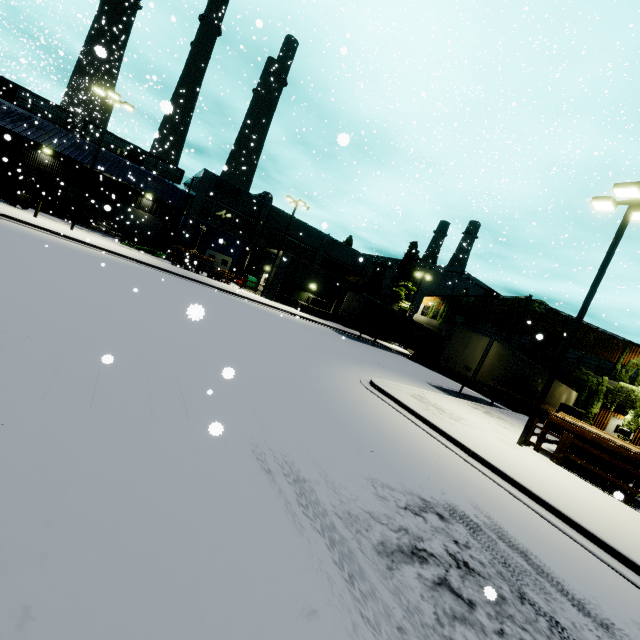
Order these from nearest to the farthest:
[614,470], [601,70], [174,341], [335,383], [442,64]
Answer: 1. [174,341]
2. [335,383]
3. [614,470]
4. [601,70]
5. [442,64]

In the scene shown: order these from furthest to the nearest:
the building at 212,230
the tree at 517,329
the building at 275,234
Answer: Result: the building at 275,234 < the building at 212,230 < the tree at 517,329

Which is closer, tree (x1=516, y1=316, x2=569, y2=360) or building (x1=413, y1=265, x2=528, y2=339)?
tree (x1=516, y1=316, x2=569, y2=360)

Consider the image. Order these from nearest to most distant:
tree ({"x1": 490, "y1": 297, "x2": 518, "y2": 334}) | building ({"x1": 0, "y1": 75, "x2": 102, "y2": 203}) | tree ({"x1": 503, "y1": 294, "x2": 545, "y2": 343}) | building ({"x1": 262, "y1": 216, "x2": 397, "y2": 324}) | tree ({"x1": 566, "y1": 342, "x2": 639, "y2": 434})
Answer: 1. tree ({"x1": 566, "y1": 342, "x2": 639, "y2": 434})
2. building ({"x1": 0, "y1": 75, "x2": 102, "y2": 203})
3. tree ({"x1": 503, "y1": 294, "x2": 545, "y2": 343})
4. building ({"x1": 262, "y1": 216, "x2": 397, "y2": 324})
5. tree ({"x1": 490, "y1": 297, "x2": 518, "y2": 334})

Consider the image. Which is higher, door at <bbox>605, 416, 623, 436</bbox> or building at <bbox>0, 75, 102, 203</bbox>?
building at <bbox>0, 75, 102, 203</bbox>

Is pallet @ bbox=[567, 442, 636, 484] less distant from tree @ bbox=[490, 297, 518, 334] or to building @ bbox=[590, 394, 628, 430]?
building @ bbox=[590, 394, 628, 430]

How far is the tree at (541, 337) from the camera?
28.7 meters

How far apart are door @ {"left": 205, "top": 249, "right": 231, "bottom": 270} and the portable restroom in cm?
1372
